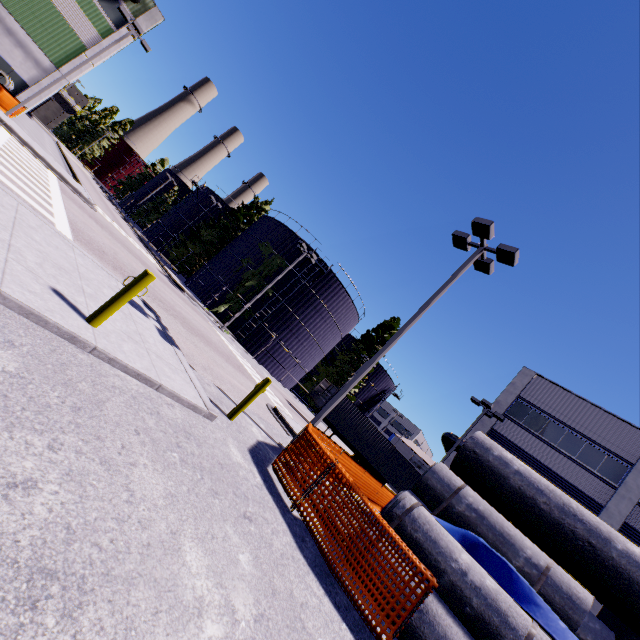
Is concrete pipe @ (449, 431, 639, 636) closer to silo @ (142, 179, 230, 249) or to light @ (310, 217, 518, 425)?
silo @ (142, 179, 230, 249)

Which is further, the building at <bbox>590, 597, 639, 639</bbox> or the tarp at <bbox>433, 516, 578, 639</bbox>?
the building at <bbox>590, 597, 639, 639</bbox>

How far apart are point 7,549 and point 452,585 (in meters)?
6.88

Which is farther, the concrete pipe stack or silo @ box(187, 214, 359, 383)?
silo @ box(187, 214, 359, 383)

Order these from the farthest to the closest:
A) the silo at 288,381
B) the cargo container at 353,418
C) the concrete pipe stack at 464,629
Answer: the silo at 288,381
the cargo container at 353,418
the concrete pipe stack at 464,629

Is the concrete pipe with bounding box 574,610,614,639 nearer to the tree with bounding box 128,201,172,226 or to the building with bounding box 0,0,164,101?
the building with bounding box 0,0,164,101

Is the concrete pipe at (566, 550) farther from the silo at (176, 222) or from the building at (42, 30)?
the silo at (176, 222)

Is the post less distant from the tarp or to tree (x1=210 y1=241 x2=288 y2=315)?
tree (x1=210 y1=241 x2=288 y2=315)
